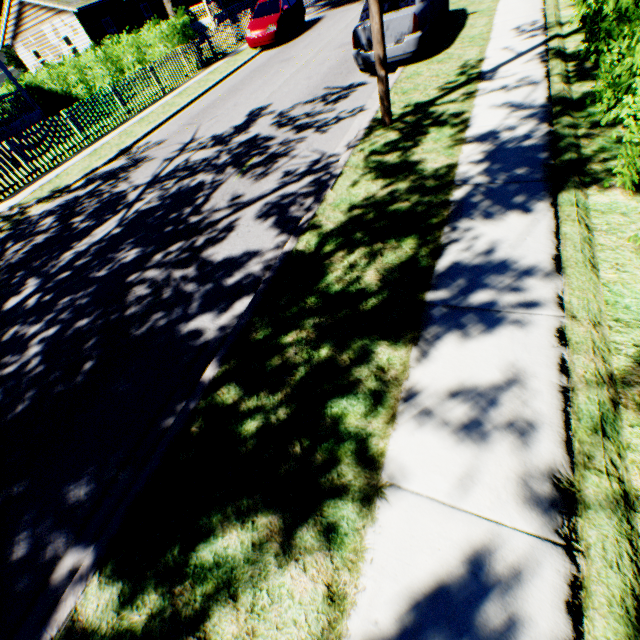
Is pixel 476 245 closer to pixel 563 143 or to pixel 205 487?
pixel 563 143

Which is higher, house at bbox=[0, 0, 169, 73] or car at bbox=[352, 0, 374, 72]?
house at bbox=[0, 0, 169, 73]

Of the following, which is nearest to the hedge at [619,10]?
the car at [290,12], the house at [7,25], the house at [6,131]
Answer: the car at [290,12]

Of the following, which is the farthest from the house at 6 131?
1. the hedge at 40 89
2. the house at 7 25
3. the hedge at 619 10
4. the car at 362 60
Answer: the hedge at 619 10

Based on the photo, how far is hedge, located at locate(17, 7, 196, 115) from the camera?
16.47m

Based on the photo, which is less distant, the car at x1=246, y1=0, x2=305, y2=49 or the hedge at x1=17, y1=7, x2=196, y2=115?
the car at x1=246, y1=0, x2=305, y2=49

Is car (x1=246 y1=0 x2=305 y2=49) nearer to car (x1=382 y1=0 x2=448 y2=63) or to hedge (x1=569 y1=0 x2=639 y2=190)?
car (x1=382 y1=0 x2=448 y2=63)

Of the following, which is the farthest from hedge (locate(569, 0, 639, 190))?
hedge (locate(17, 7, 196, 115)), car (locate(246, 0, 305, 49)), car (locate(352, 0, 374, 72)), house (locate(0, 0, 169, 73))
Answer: house (locate(0, 0, 169, 73))
